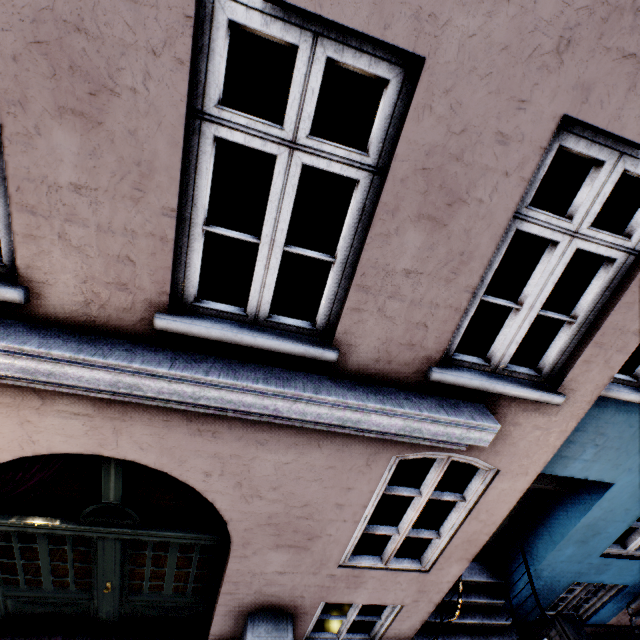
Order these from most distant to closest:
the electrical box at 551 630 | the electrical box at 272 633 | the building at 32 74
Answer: the electrical box at 551 630 < the electrical box at 272 633 < the building at 32 74

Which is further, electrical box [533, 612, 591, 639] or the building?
electrical box [533, 612, 591, 639]

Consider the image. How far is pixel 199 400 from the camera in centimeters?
213cm

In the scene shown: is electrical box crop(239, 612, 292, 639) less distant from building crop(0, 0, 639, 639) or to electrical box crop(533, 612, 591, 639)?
building crop(0, 0, 639, 639)

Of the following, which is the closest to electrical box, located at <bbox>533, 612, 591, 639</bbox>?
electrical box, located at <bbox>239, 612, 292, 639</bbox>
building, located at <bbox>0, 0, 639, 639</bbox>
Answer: building, located at <bbox>0, 0, 639, 639</bbox>

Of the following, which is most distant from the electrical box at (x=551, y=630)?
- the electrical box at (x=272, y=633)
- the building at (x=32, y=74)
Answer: the electrical box at (x=272, y=633)
